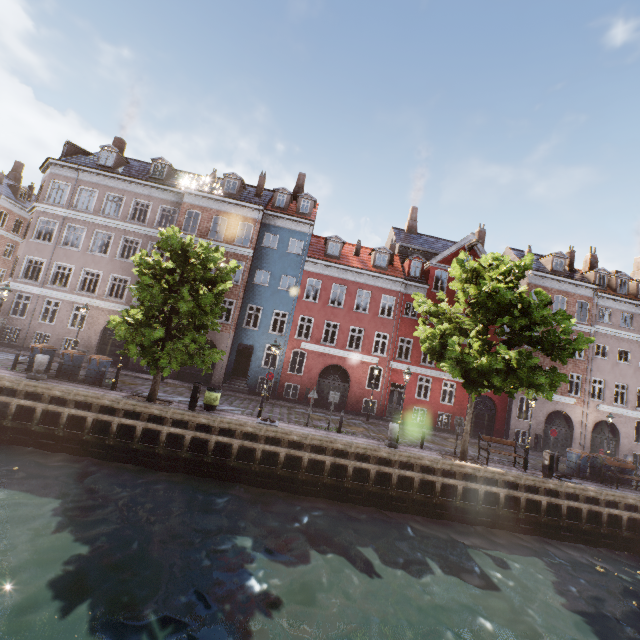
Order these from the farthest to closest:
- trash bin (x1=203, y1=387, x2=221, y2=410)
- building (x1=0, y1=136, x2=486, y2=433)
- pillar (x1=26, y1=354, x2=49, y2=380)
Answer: building (x1=0, y1=136, x2=486, y2=433), trash bin (x1=203, y1=387, x2=221, y2=410), pillar (x1=26, y1=354, x2=49, y2=380)

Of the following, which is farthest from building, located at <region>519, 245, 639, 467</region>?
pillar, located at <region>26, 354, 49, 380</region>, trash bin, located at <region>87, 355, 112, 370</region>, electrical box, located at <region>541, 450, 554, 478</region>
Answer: electrical box, located at <region>541, 450, 554, 478</region>

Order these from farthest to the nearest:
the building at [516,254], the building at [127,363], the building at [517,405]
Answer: the building at [516,254]
the building at [517,405]
the building at [127,363]

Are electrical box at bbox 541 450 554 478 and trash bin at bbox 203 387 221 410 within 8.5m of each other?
no

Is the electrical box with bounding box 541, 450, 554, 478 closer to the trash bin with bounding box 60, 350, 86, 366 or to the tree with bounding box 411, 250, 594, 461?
the tree with bounding box 411, 250, 594, 461

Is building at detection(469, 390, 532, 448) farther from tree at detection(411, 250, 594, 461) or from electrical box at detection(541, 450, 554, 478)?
electrical box at detection(541, 450, 554, 478)

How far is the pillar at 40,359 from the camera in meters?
14.1 m

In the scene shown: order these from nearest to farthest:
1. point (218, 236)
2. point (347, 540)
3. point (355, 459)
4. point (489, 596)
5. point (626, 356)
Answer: point (489, 596) → point (347, 540) → point (355, 459) → point (626, 356) → point (218, 236)
